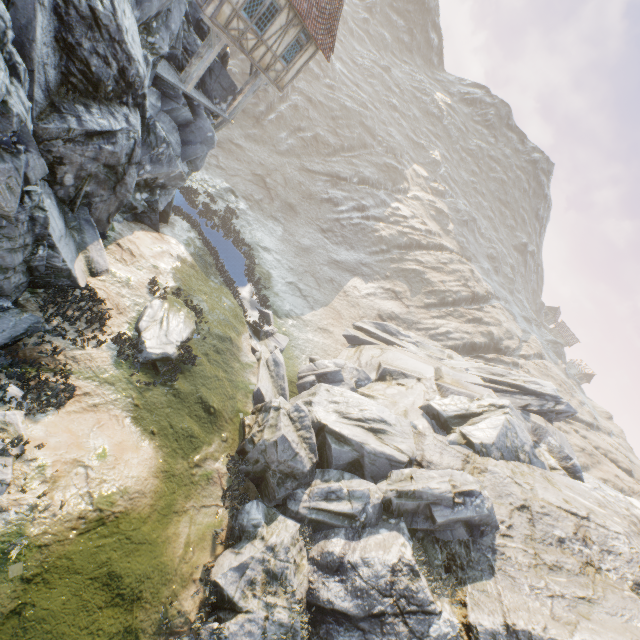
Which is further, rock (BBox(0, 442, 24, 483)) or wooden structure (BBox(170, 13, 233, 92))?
wooden structure (BBox(170, 13, 233, 92))

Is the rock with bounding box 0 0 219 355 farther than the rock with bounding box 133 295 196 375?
No

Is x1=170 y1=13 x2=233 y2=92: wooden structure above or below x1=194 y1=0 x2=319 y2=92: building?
below

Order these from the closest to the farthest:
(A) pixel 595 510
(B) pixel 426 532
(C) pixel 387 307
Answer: (B) pixel 426 532, (A) pixel 595 510, (C) pixel 387 307

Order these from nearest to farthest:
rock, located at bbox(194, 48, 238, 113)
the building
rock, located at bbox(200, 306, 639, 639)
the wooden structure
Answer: rock, located at bbox(200, 306, 639, 639) < the building < the wooden structure < rock, located at bbox(194, 48, 238, 113)

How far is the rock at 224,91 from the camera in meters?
17.0 m

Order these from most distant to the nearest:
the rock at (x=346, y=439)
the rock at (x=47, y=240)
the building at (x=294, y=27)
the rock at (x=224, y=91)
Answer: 1. the rock at (x=224, y=91)
2. the building at (x=294, y=27)
3. the rock at (x=346, y=439)
4. the rock at (x=47, y=240)
